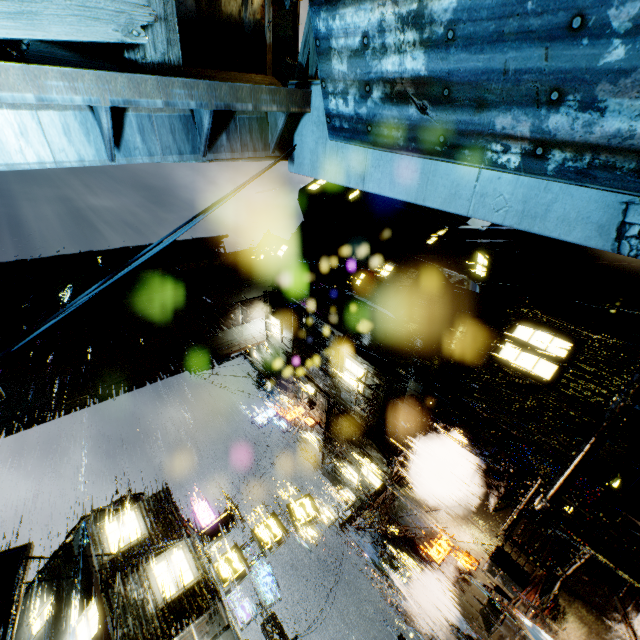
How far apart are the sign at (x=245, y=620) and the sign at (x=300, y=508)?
9.54m

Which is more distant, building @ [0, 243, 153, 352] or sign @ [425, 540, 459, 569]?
sign @ [425, 540, 459, 569]

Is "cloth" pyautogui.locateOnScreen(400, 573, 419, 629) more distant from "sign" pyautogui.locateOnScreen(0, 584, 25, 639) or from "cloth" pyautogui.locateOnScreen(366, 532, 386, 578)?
"sign" pyautogui.locateOnScreen(0, 584, 25, 639)

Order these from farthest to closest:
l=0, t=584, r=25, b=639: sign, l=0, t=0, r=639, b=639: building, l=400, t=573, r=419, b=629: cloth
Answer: l=400, t=573, r=419, b=629: cloth < l=0, t=584, r=25, b=639: sign < l=0, t=0, r=639, b=639: building

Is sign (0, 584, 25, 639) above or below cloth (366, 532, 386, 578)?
above

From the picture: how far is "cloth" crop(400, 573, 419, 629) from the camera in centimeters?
2223cm

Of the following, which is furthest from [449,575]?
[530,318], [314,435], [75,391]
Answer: [75,391]

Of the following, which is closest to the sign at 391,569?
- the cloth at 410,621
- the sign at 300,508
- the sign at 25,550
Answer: the cloth at 410,621
